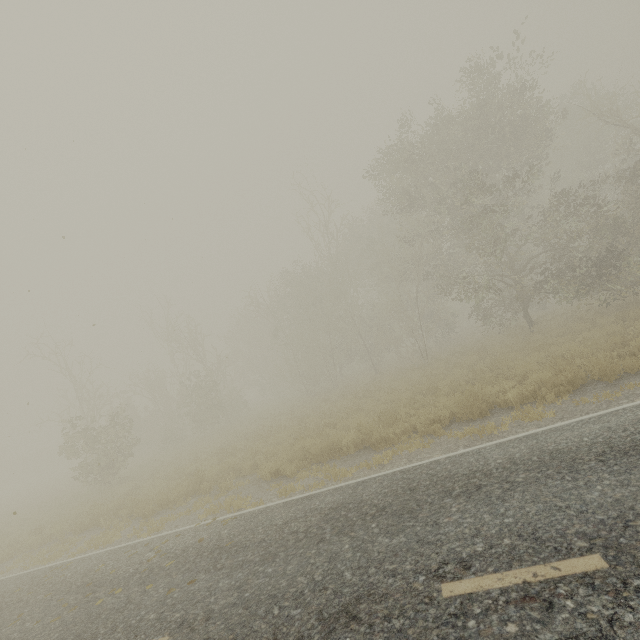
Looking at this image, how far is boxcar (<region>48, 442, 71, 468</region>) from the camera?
59.4m

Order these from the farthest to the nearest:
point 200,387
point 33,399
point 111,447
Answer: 1. point 33,399
2. point 200,387
3. point 111,447

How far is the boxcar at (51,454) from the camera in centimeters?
5941cm
